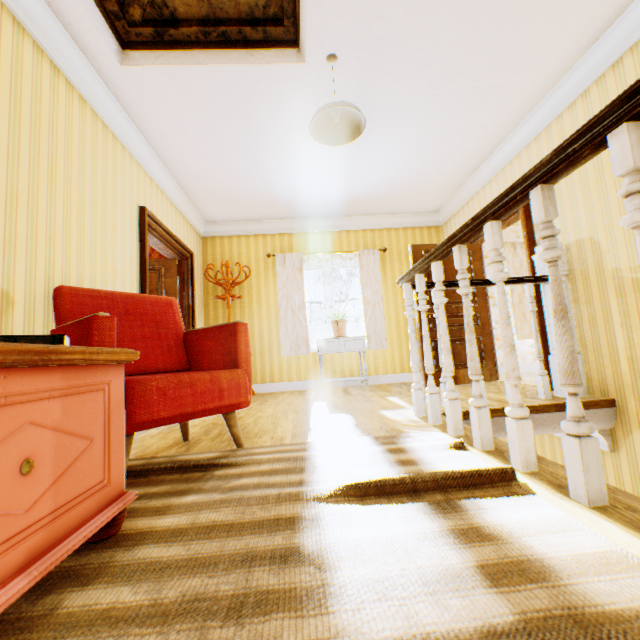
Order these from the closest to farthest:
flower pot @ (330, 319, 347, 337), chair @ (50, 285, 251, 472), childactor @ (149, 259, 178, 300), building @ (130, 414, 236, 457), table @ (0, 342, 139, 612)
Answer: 1. table @ (0, 342, 139, 612)
2. chair @ (50, 285, 251, 472)
3. building @ (130, 414, 236, 457)
4. childactor @ (149, 259, 178, 300)
5. flower pot @ (330, 319, 347, 337)

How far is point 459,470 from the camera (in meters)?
1.32

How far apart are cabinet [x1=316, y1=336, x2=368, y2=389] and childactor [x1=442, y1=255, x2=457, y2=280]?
0.83m

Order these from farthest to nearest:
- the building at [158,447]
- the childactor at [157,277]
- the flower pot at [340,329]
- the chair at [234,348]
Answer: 1. the flower pot at [340,329]
2. the childactor at [157,277]
3. the building at [158,447]
4. the chair at [234,348]

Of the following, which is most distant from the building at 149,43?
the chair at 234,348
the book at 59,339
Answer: the book at 59,339

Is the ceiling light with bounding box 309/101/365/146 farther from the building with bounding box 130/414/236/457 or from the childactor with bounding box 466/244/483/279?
the childactor with bounding box 466/244/483/279

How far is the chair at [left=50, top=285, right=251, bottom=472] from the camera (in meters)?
1.58

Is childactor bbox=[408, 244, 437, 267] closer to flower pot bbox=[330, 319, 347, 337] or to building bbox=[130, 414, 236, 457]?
building bbox=[130, 414, 236, 457]
